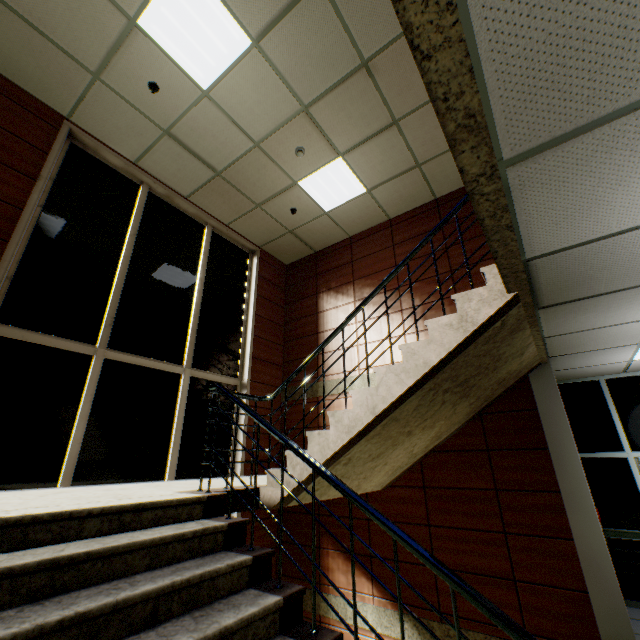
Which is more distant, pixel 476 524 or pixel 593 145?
pixel 476 524

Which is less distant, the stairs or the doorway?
the stairs

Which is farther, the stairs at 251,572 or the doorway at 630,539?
the doorway at 630,539
